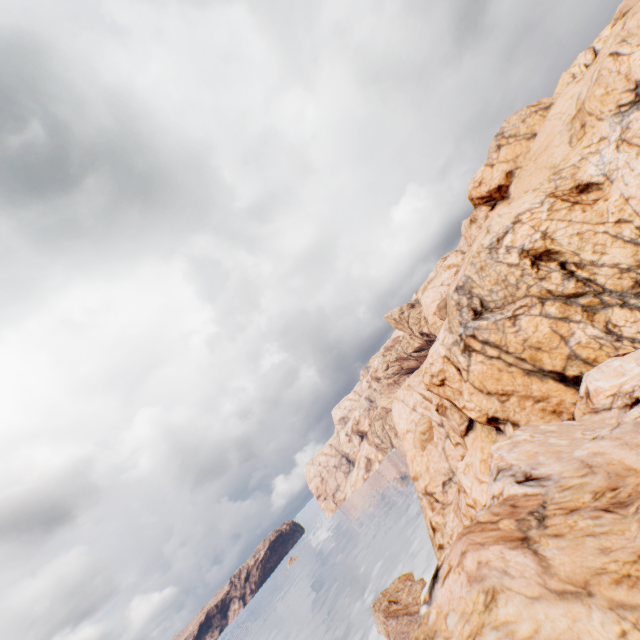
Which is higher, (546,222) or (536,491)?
(546,222)
